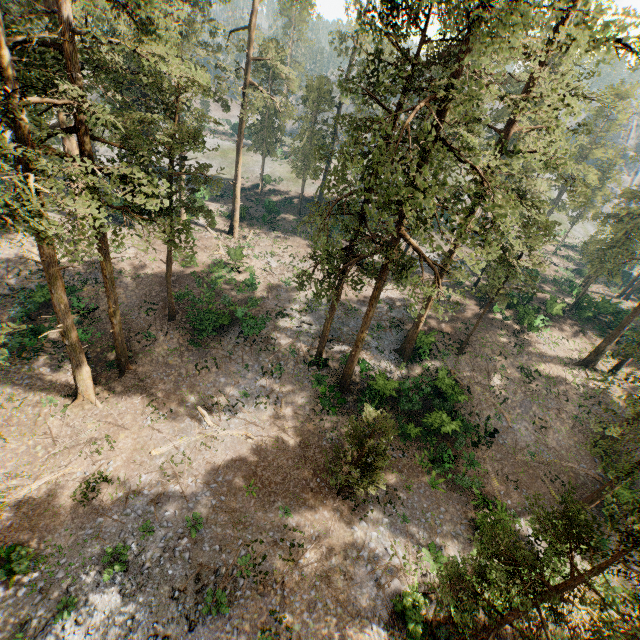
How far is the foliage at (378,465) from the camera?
16.84m

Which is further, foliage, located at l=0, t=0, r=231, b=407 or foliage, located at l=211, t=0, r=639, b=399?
foliage, located at l=211, t=0, r=639, b=399

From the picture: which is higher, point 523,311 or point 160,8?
point 160,8

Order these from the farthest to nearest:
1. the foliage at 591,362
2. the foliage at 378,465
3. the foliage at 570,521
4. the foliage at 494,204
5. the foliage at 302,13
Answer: the foliage at 302,13, the foliage at 591,362, the foliage at 378,465, the foliage at 494,204, the foliage at 570,521

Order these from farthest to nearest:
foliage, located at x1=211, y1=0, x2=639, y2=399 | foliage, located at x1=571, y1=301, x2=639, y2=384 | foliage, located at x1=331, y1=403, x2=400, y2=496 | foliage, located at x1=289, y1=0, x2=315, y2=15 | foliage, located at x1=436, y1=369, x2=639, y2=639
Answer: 1. foliage, located at x1=289, y1=0, x2=315, y2=15
2. foliage, located at x1=571, y1=301, x2=639, y2=384
3. foliage, located at x1=331, y1=403, x2=400, y2=496
4. foliage, located at x1=211, y1=0, x2=639, y2=399
5. foliage, located at x1=436, y1=369, x2=639, y2=639

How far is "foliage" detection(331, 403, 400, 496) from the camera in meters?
16.8 m
